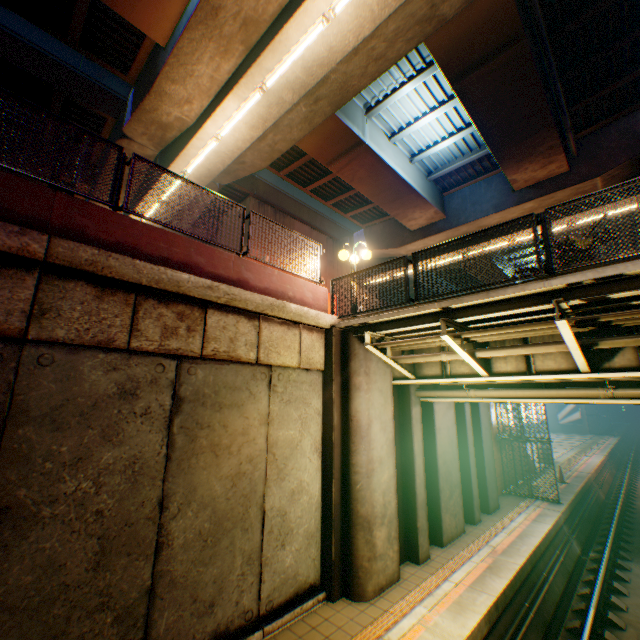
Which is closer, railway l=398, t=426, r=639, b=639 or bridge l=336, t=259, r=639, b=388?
bridge l=336, t=259, r=639, b=388

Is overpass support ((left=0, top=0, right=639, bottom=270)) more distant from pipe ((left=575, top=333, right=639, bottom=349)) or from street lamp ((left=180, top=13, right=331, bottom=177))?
pipe ((left=575, top=333, right=639, bottom=349))

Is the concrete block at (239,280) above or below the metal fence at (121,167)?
below

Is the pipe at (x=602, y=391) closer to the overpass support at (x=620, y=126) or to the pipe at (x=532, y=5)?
the overpass support at (x=620, y=126)

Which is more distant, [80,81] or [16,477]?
[80,81]

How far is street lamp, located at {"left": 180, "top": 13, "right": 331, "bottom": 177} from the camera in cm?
735

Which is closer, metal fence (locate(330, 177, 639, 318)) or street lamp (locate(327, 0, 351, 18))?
metal fence (locate(330, 177, 639, 318))

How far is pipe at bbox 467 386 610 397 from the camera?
6.7m
